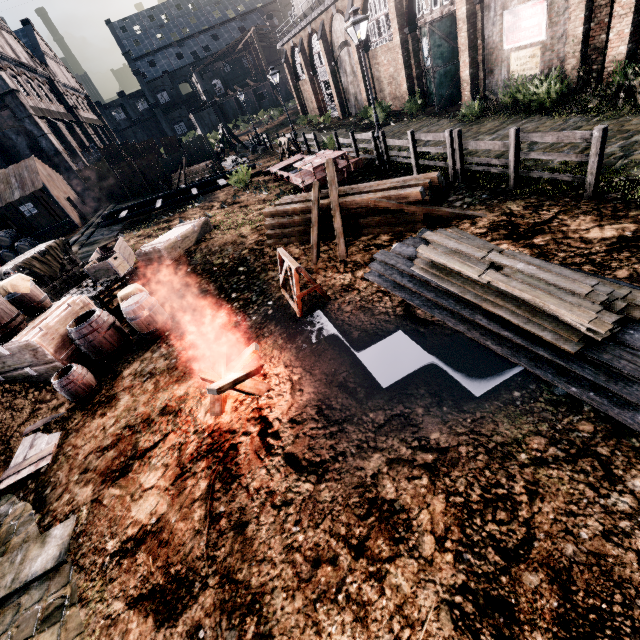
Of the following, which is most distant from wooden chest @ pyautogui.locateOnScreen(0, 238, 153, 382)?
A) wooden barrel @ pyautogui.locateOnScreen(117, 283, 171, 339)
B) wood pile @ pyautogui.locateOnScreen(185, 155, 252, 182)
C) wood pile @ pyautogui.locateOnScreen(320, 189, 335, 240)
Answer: wood pile @ pyautogui.locateOnScreen(185, 155, 252, 182)

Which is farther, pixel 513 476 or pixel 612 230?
pixel 612 230

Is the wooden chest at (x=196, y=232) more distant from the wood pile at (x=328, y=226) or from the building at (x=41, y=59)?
the building at (x=41, y=59)

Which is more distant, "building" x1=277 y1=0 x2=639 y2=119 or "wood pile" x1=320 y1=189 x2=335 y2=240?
"building" x1=277 y1=0 x2=639 y2=119

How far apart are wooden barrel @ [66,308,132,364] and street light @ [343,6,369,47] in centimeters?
1283cm

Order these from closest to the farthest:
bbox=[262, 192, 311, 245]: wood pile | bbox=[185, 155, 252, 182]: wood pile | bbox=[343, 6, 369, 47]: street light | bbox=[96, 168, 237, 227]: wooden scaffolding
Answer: bbox=[262, 192, 311, 245]: wood pile < bbox=[343, 6, 369, 47]: street light < bbox=[96, 168, 237, 227]: wooden scaffolding < bbox=[185, 155, 252, 182]: wood pile

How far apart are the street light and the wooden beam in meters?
12.2

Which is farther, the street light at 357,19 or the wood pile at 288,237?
the street light at 357,19
